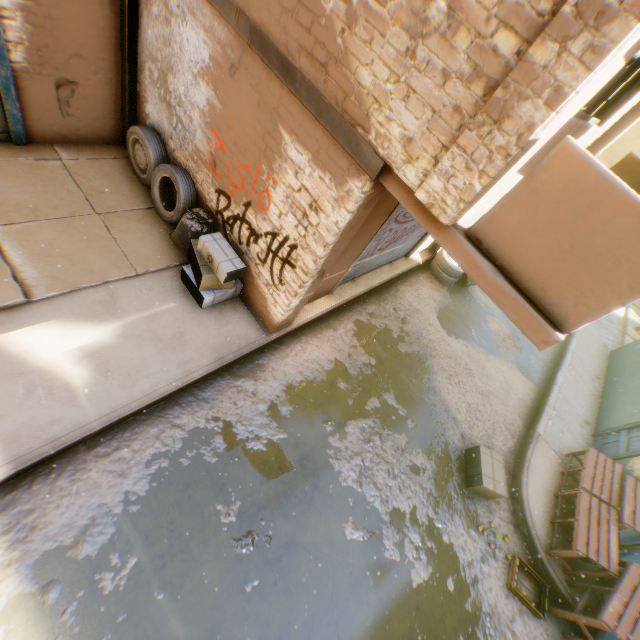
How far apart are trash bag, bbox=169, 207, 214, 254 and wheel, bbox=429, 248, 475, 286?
6.4 meters

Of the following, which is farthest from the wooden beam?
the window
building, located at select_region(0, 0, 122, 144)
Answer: the window

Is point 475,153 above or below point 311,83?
above

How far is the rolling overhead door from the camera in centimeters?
569cm

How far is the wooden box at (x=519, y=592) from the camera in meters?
5.0 m

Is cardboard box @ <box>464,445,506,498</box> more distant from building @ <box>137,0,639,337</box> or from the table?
building @ <box>137,0,639,337</box>

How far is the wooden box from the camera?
5.0 meters

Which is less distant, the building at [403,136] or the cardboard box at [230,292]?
the building at [403,136]
